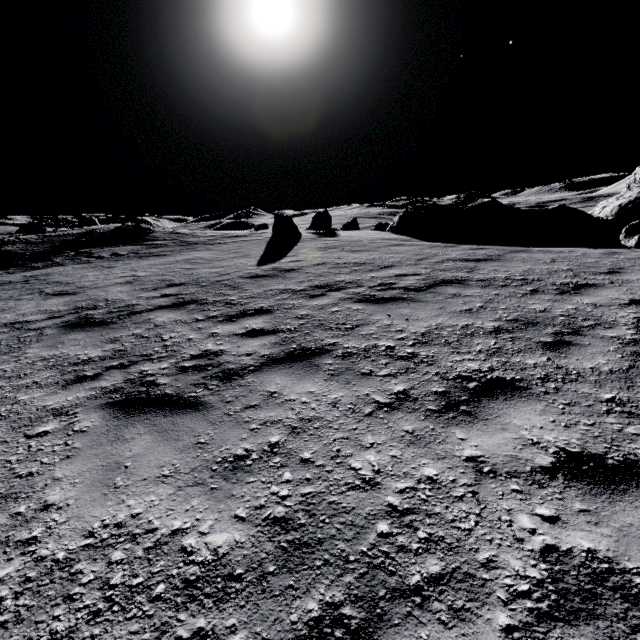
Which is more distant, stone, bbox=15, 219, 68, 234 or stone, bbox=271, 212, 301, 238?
stone, bbox=15, 219, 68, 234

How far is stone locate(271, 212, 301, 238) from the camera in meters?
16.1

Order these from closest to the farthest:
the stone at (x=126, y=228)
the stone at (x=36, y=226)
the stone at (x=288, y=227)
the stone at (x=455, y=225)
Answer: the stone at (x=455, y=225) < the stone at (x=288, y=227) < the stone at (x=126, y=228) < the stone at (x=36, y=226)

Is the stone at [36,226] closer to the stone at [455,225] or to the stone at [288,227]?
the stone at [288,227]

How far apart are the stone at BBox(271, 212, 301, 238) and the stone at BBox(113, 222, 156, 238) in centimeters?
1122cm

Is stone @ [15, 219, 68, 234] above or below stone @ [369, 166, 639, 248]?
above

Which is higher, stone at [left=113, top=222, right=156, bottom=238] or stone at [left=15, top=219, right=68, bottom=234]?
stone at [left=15, top=219, right=68, bottom=234]

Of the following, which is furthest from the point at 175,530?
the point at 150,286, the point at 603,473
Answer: the point at 150,286
